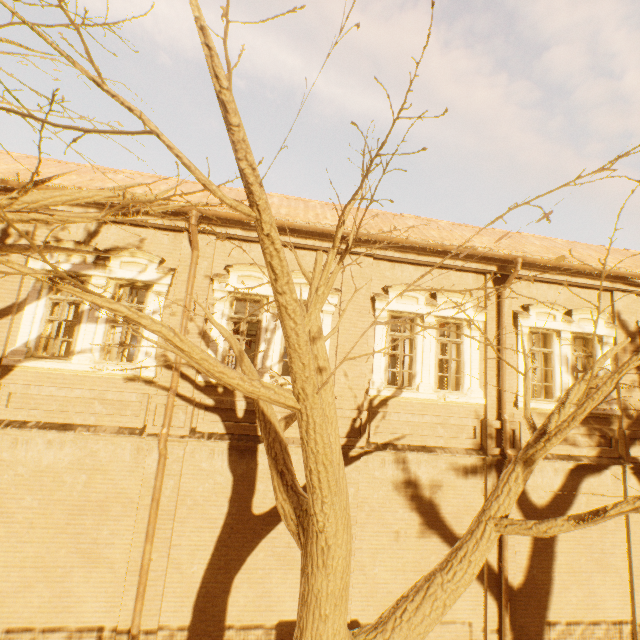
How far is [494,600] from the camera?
7.5 meters
